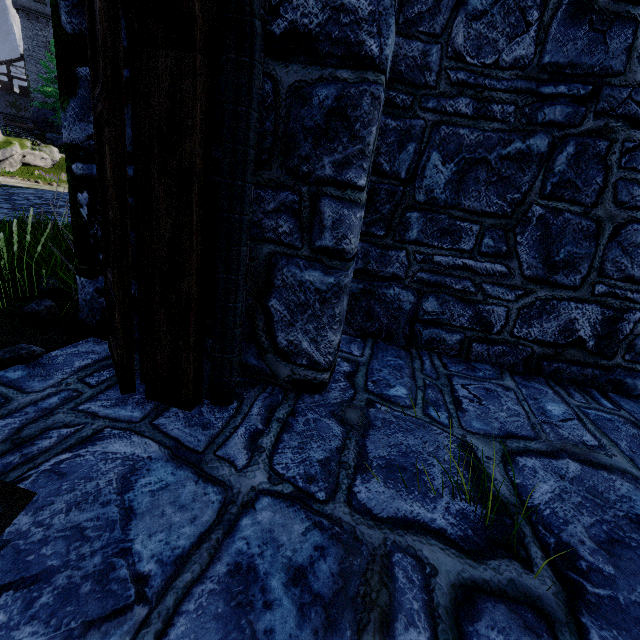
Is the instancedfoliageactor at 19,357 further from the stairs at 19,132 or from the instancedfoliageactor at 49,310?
the stairs at 19,132

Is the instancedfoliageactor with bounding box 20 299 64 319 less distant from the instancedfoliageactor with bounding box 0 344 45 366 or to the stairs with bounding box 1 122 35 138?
the instancedfoliageactor with bounding box 0 344 45 366

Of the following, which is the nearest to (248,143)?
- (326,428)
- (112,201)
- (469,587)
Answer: (112,201)

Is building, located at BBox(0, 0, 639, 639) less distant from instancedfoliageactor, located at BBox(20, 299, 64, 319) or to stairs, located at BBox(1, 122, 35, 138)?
instancedfoliageactor, located at BBox(20, 299, 64, 319)

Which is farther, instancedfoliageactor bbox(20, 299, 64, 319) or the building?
instancedfoliageactor bbox(20, 299, 64, 319)

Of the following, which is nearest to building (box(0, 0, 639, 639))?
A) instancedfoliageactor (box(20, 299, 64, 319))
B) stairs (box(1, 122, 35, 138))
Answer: instancedfoliageactor (box(20, 299, 64, 319))

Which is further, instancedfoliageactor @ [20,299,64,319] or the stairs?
the stairs
